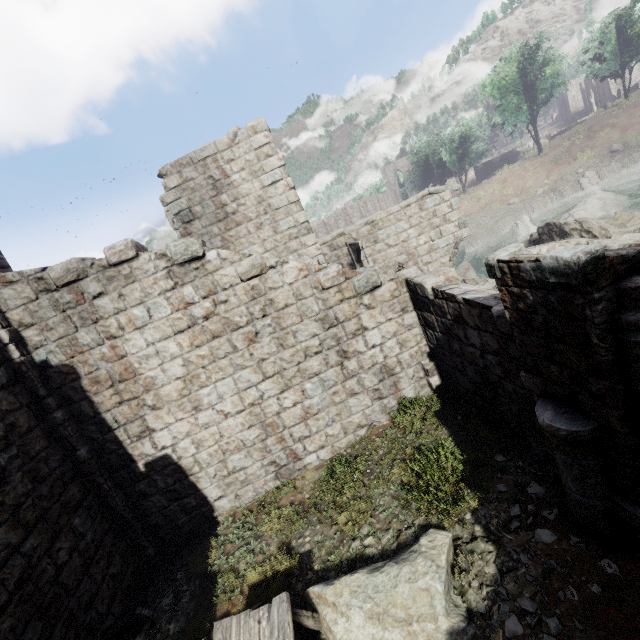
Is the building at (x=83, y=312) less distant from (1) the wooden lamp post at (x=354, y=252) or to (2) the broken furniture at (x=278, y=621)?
(1) the wooden lamp post at (x=354, y=252)

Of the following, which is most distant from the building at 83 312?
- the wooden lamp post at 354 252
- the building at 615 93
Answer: the building at 615 93

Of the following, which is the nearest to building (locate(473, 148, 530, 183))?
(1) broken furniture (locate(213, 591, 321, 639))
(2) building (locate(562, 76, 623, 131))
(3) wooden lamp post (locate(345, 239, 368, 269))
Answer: (3) wooden lamp post (locate(345, 239, 368, 269))

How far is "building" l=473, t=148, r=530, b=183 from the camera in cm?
4553

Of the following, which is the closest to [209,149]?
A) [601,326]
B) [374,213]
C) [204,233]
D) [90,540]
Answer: [204,233]

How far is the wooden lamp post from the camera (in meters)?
10.85

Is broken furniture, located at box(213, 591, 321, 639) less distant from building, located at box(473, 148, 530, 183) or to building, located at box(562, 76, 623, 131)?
building, located at box(473, 148, 530, 183)

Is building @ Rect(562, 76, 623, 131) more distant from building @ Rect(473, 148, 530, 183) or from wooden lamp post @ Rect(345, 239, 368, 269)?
wooden lamp post @ Rect(345, 239, 368, 269)
